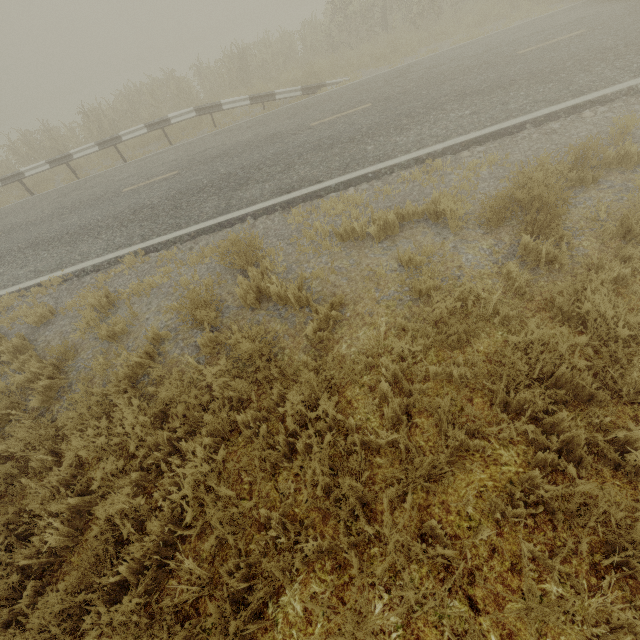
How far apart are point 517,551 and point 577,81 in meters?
8.9 m

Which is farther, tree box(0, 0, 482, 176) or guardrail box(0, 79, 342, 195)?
tree box(0, 0, 482, 176)

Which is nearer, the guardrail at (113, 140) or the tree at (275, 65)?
the guardrail at (113, 140)
